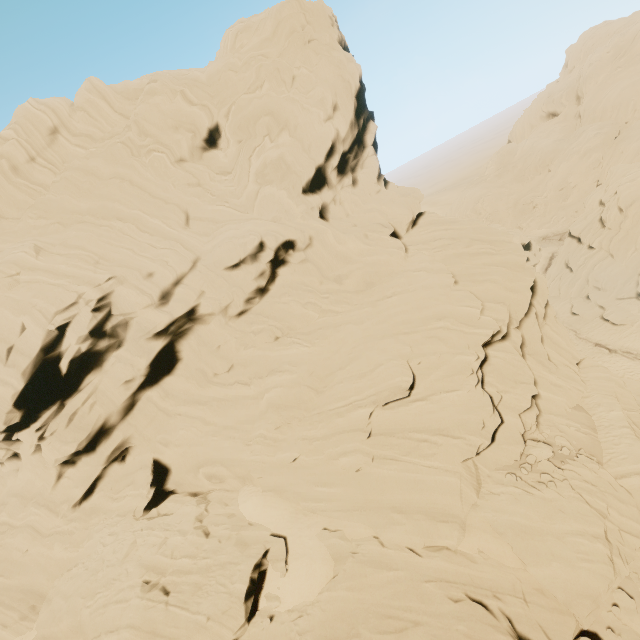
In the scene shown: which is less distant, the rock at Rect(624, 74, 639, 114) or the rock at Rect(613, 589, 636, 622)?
the rock at Rect(613, 589, 636, 622)

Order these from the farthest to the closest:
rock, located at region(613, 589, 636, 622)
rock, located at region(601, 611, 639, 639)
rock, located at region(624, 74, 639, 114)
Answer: rock, located at region(624, 74, 639, 114)
rock, located at region(613, 589, 636, 622)
rock, located at region(601, 611, 639, 639)

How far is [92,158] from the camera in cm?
2597

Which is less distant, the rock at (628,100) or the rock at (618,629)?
the rock at (618,629)

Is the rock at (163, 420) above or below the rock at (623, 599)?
above

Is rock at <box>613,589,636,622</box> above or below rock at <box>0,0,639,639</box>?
below
